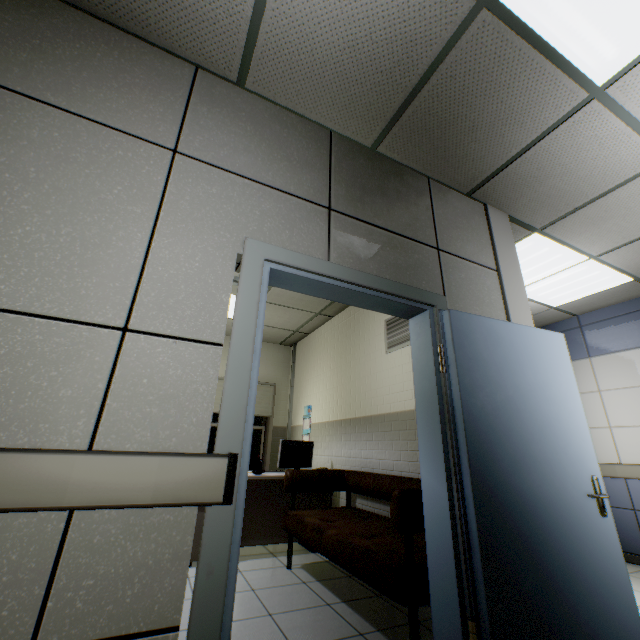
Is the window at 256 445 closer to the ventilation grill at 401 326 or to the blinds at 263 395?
the blinds at 263 395

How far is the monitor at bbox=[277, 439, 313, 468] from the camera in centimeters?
416cm

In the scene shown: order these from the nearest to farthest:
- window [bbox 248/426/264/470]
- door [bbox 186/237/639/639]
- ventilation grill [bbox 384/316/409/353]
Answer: door [bbox 186/237/639/639] < ventilation grill [bbox 384/316/409/353] < window [bbox 248/426/264/470]

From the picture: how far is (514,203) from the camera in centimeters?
288cm

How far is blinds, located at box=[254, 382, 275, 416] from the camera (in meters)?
6.32

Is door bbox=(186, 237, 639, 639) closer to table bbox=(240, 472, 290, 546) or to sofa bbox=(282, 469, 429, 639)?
sofa bbox=(282, 469, 429, 639)

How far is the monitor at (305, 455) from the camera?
4.16m

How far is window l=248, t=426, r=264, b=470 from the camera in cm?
613
